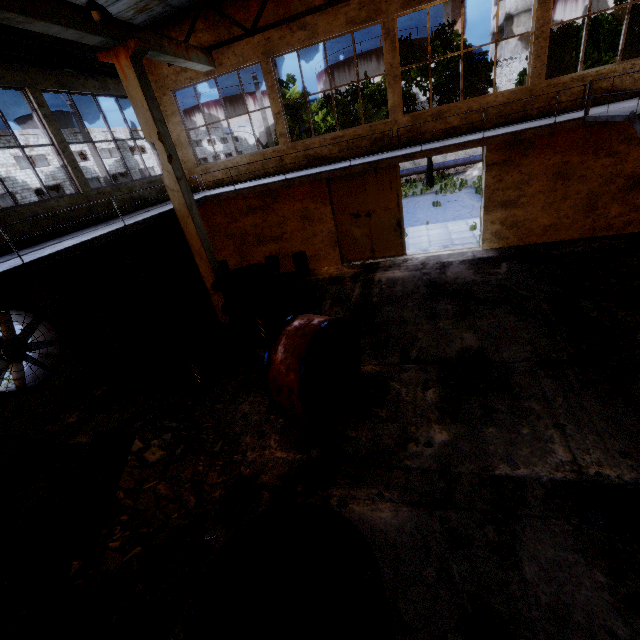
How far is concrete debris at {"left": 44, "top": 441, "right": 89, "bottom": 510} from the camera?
6.1m

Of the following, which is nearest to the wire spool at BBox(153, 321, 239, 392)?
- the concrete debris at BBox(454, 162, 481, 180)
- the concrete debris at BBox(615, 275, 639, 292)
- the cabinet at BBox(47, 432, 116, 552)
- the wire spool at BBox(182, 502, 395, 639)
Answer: the cabinet at BBox(47, 432, 116, 552)

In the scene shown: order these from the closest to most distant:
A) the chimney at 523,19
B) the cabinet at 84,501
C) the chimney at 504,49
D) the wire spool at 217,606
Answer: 1. the wire spool at 217,606
2. the cabinet at 84,501
3. the chimney at 523,19
4. the chimney at 504,49

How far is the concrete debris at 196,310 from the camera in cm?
1253

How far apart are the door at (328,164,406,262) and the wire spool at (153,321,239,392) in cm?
662

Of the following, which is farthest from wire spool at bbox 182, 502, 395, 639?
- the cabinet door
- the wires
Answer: the wires

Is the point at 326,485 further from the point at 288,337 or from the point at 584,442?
the point at 584,442

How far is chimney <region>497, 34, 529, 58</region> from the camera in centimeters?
3288cm
